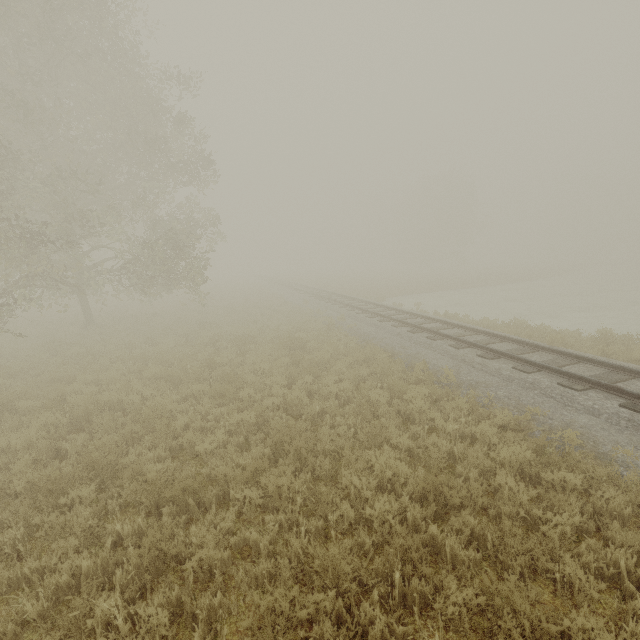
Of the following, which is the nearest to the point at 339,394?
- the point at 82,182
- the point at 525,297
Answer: the point at 82,182
